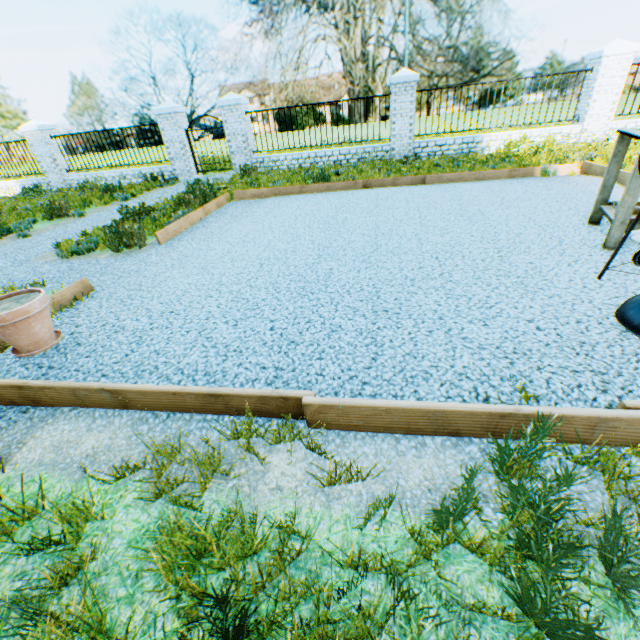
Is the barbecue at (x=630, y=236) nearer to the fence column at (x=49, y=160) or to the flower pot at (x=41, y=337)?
the flower pot at (x=41, y=337)

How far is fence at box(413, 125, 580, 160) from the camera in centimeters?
979cm

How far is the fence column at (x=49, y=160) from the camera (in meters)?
12.05

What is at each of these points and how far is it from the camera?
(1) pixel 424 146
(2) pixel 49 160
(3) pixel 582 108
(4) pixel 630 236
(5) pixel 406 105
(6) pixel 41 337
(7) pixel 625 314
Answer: (1) fence, 10.5m
(2) fence column, 12.6m
(3) fence column, 9.5m
(4) barbecue, 2.6m
(5) fence column, 9.9m
(6) flower pot, 2.7m
(7) barbecue, 2.2m

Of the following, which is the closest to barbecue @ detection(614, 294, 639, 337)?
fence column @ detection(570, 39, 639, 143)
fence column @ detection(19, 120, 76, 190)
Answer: fence column @ detection(570, 39, 639, 143)

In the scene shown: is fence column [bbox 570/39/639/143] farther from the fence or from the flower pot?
the flower pot

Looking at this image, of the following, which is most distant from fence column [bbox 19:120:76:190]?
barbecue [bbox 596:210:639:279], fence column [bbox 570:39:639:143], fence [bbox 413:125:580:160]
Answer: fence column [bbox 570:39:639:143]

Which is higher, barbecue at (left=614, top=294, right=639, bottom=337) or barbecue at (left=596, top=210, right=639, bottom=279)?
barbecue at (left=596, top=210, right=639, bottom=279)
